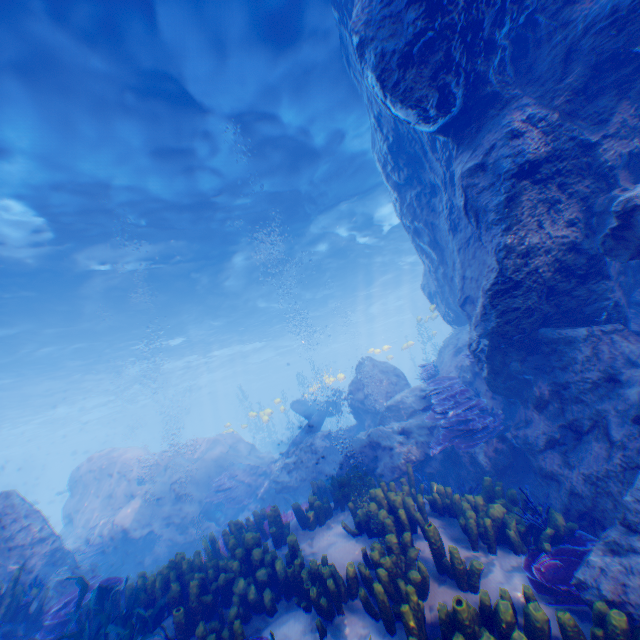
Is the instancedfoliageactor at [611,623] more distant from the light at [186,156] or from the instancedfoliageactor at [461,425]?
the light at [186,156]

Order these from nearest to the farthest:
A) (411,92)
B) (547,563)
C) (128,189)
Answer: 1. (547,563)
2. (411,92)
3. (128,189)

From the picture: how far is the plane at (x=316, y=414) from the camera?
13.6 meters

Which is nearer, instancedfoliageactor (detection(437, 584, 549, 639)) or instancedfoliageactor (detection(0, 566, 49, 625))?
instancedfoliageactor (detection(437, 584, 549, 639))

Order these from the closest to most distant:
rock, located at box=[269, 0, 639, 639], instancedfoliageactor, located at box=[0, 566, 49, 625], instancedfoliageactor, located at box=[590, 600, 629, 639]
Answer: instancedfoliageactor, located at box=[590, 600, 629, 639] → rock, located at box=[269, 0, 639, 639] → instancedfoliageactor, located at box=[0, 566, 49, 625]

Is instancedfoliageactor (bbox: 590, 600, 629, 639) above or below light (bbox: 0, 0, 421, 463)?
below

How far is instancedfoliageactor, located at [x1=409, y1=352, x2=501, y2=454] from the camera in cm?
715

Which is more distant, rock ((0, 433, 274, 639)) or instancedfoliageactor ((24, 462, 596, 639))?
rock ((0, 433, 274, 639))
